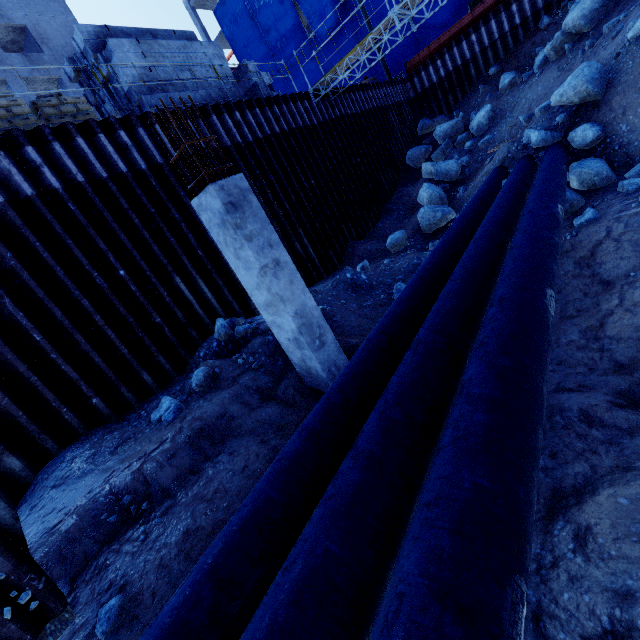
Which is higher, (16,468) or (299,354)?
(16,468)

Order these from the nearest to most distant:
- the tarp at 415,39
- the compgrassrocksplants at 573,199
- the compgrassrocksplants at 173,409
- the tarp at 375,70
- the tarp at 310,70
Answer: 1. the compgrassrocksplants at 173,409
2. the compgrassrocksplants at 573,199
3. the tarp at 415,39
4. the tarp at 375,70
5. the tarp at 310,70

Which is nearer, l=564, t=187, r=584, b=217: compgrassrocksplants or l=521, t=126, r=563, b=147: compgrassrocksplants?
l=564, t=187, r=584, b=217: compgrassrocksplants

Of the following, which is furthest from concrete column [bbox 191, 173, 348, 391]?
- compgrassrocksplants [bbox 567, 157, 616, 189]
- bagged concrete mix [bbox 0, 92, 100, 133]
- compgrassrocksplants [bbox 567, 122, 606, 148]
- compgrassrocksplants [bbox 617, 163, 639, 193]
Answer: compgrassrocksplants [bbox 567, 122, 606, 148]

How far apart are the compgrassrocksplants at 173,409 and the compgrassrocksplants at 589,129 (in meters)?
12.64

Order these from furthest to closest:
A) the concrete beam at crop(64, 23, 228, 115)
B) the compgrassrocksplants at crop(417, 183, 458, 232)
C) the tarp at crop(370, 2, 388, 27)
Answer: the tarp at crop(370, 2, 388, 27), the compgrassrocksplants at crop(417, 183, 458, 232), the concrete beam at crop(64, 23, 228, 115)

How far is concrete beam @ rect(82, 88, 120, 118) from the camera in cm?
963

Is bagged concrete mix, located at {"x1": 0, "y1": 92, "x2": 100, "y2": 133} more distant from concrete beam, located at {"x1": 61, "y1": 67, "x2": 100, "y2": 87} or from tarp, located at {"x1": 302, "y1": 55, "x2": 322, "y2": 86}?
tarp, located at {"x1": 302, "y1": 55, "x2": 322, "y2": 86}
